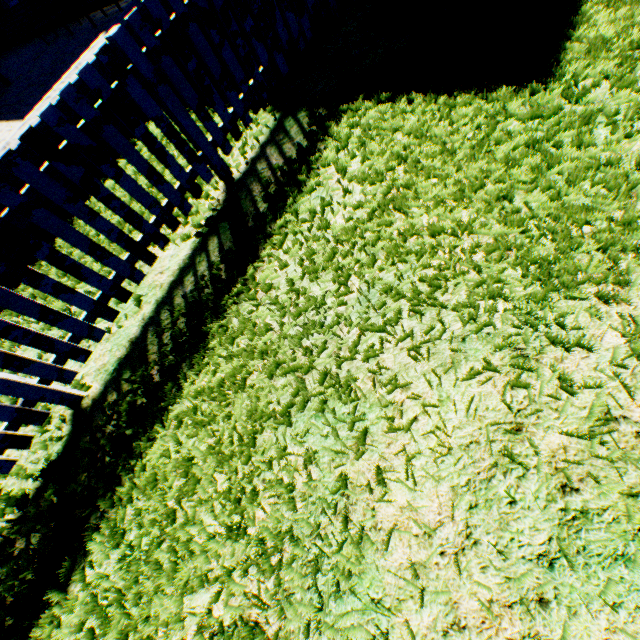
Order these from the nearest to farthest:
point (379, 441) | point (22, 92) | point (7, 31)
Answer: point (379, 441) < point (22, 92) < point (7, 31)
